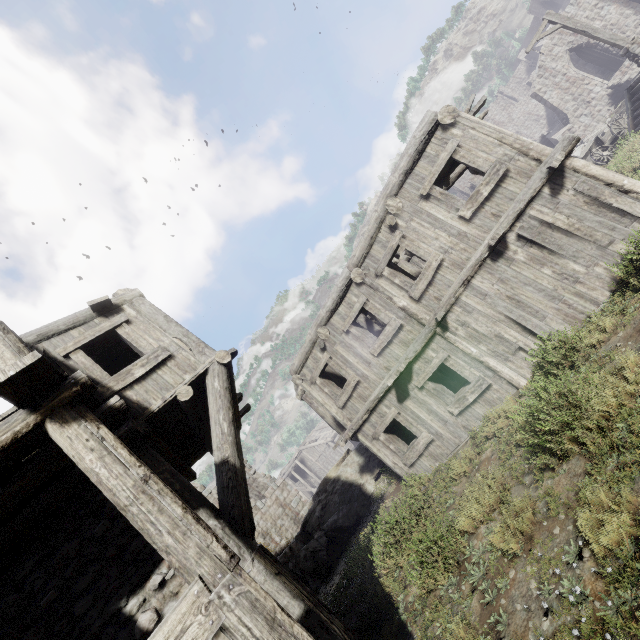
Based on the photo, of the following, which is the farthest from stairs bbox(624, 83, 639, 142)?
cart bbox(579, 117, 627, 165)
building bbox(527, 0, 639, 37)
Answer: building bbox(527, 0, 639, 37)

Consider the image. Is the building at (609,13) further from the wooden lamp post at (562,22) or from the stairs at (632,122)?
the wooden lamp post at (562,22)

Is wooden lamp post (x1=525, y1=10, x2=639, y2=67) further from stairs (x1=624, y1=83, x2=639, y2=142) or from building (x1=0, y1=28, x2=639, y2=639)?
building (x1=0, y1=28, x2=639, y2=639)

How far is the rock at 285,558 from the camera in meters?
13.0

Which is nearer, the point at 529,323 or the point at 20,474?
the point at 20,474

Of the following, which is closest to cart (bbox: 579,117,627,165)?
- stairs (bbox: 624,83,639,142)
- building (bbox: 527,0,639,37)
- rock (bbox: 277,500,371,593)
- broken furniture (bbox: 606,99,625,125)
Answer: stairs (bbox: 624,83,639,142)

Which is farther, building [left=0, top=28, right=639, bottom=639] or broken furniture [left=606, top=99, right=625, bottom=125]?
broken furniture [left=606, top=99, right=625, bottom=125]

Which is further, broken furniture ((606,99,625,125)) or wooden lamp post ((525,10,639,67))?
broken furniture ((606,99,625,125))
